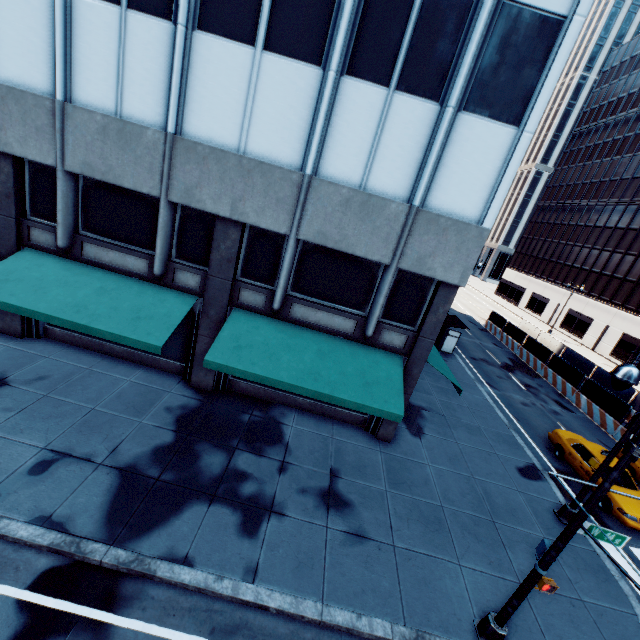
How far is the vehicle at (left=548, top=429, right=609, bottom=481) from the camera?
14.5m

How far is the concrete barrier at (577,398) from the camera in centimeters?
2057cm

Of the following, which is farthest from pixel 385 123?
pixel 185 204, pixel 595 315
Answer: pixel 595 315

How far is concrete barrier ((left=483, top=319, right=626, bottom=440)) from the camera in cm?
2057

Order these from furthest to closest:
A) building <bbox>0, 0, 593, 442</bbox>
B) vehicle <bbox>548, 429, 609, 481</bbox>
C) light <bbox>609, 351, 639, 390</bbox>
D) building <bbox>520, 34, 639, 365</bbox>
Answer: building <bbox>520, 34, 639, 365</bbox> < vehicle <bbox>548, 429, 609, 481</bbox> < building <bbox>0, 0, 593, 442</bbox> < light <bbox>609, 351, 639, 390</bbox>

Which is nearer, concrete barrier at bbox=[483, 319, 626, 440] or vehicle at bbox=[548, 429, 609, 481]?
vehicle at bbox=[548, 429, 609, 481]

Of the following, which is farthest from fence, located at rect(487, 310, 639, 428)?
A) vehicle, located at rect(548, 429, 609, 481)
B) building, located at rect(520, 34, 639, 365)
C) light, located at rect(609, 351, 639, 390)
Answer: light, located at rect(609, 351, 639, 390)

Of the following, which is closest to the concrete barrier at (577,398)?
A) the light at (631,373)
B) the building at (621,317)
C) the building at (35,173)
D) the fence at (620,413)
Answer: the fence at (620,413)
